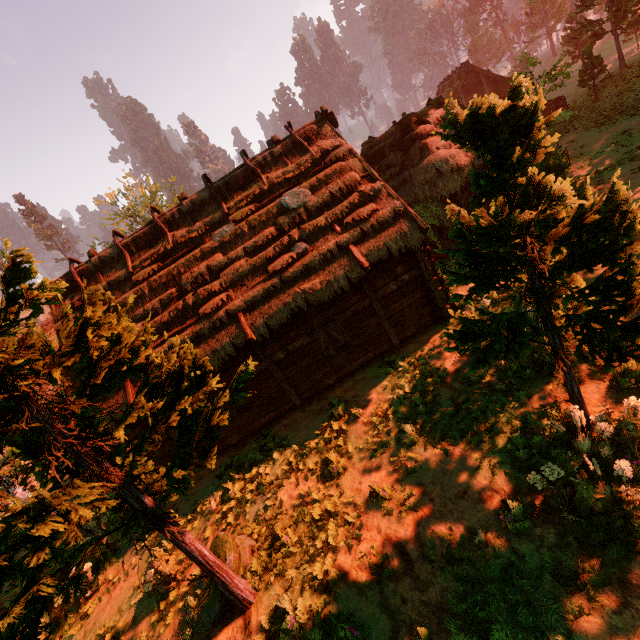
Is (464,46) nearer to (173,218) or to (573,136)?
(573,136)

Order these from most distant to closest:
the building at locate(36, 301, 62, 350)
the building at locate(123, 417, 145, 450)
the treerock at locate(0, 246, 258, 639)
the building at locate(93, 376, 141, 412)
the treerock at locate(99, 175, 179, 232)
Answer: the treerock at locate(99, 175, 179, 232)
the building at locate(36, 301, 62, 350)
the building at locate(123, 417, 145, 450)
the building at locate(93, 376, 141, 412)
the treerock at locate(0, 246, 258, 639)

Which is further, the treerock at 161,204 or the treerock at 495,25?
the treerock at 495,25

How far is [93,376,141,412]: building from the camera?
9.7m

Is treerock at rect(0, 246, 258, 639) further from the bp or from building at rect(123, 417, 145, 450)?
the bp

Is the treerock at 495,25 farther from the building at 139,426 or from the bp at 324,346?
the bp at 324,346

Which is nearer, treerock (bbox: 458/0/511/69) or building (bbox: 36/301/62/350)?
building (bbox: 36/301/62/350)
